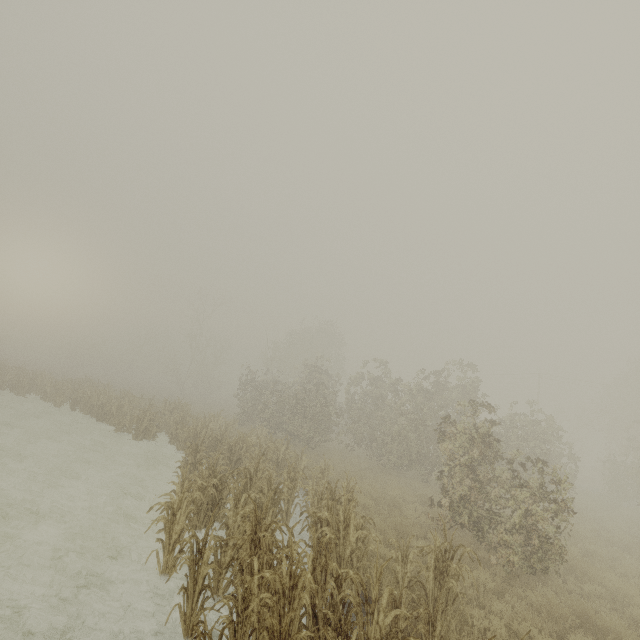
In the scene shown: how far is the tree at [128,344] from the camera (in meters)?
55.78

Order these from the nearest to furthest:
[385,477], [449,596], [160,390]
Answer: [449,596], [385,477], [160,390]

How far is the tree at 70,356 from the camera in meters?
57.3 m

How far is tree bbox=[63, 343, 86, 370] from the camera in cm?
5728

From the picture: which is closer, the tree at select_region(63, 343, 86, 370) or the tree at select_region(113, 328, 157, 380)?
the tree at select_region(113, 328, 157, 380)

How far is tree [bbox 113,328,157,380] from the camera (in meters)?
55.78
